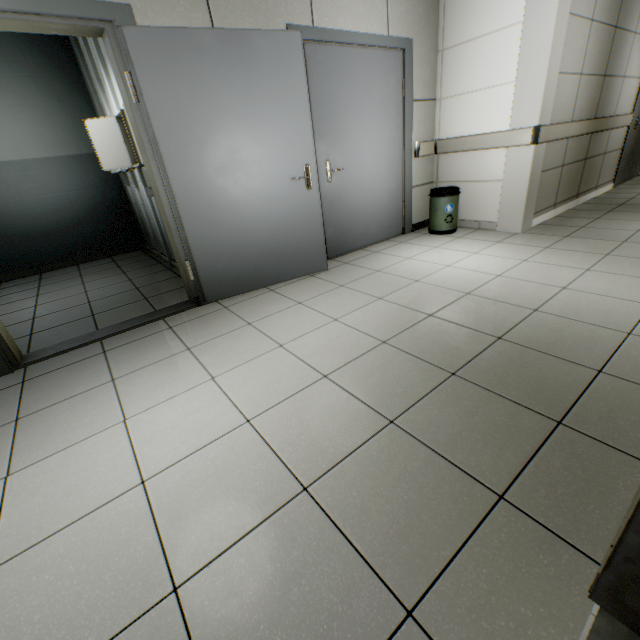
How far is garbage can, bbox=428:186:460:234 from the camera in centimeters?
408cm

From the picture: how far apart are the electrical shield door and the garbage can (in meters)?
3.67

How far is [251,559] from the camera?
1.05m

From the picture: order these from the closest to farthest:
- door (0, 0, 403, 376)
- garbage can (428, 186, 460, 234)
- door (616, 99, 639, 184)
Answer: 1. door (0, 0, 403, 376)
2. garbage can (428, 186, 460, 234)
3. door (616, 99, 639, 184)

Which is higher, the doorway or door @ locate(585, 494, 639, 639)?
the doorway

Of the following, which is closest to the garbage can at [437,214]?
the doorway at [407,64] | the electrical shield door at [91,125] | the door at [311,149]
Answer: the doorway at [407,64]

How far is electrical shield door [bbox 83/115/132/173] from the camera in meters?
3.5 m

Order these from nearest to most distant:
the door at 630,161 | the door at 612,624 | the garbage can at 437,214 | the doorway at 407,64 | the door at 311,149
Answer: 1. the door at 612,624
2. the door at 311,149
3. the doorway at 407,64
4. the garbage can at 437,214
5. the door at 630,161
